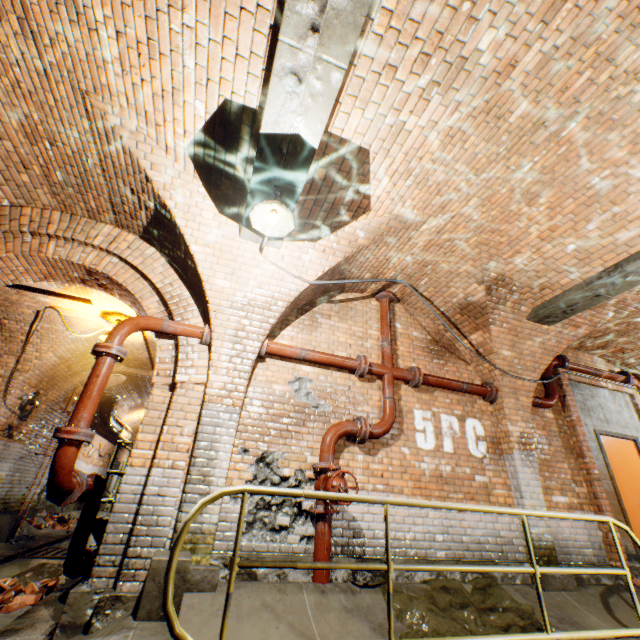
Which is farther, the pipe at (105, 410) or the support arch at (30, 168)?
the pipe at (105, 410)

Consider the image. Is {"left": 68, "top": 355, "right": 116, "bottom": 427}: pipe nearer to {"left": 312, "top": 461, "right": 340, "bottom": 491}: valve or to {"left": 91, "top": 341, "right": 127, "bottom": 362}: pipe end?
{"left": 91, "top": 341, "right": 127, "bottom": 362}: pipe end

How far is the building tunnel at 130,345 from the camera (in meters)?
8.02

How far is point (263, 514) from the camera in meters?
3.9 m

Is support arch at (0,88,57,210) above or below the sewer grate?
above

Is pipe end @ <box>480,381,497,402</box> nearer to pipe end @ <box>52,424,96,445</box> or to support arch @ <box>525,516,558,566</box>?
support arch @ <box>525,516,558,566</box>

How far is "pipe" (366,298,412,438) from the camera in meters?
4.8 m

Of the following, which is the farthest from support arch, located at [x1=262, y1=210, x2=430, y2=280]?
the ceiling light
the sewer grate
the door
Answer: the sewer grate
